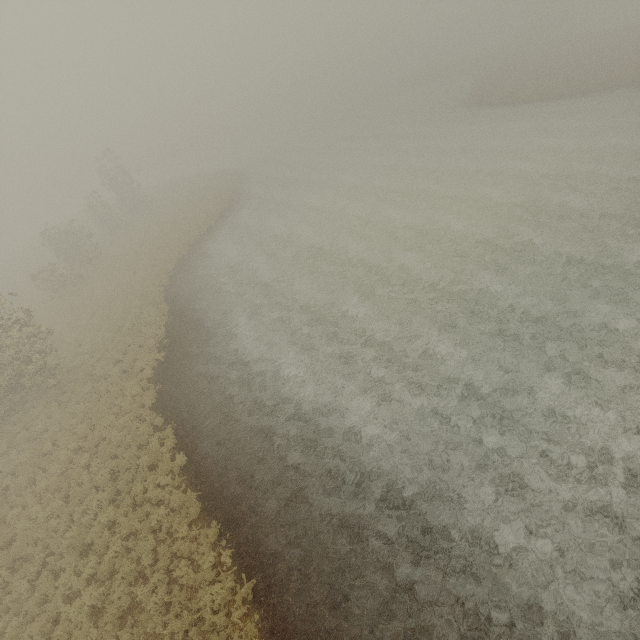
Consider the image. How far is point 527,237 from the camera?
19.3 meters
